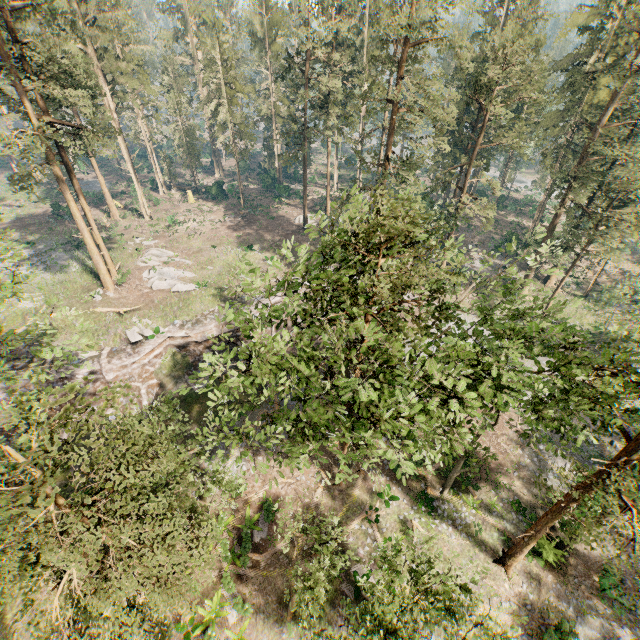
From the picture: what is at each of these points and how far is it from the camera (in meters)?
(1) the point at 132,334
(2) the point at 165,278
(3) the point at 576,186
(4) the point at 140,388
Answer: (1) foliage, 28.03
(2) foliage, 34.53
(3) foliage, 28.02
(4) ground embankment, 27.39

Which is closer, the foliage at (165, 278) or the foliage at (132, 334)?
the foliage at (132, 334)

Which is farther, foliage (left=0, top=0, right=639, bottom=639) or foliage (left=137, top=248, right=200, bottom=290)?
foliage (left=137, top=248, right=200, bottom=290)

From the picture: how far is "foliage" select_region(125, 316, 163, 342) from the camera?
27.8m

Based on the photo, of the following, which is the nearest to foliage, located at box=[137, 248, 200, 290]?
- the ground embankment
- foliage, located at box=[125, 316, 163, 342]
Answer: the ground embankment

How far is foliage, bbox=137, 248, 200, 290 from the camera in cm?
3381

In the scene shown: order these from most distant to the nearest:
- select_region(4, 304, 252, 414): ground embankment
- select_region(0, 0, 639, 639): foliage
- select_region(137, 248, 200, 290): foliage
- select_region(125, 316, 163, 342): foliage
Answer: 1. select_region(137, 248, 200, 290): foliage
2. select_region(125, 316, 163, 342): foliage
3. select_region(4, 304, 252, 414): ground embankment
4. select_region(0, 0, 639, 639): foliage

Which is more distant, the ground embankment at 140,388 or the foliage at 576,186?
the ground embankment at 140,388
